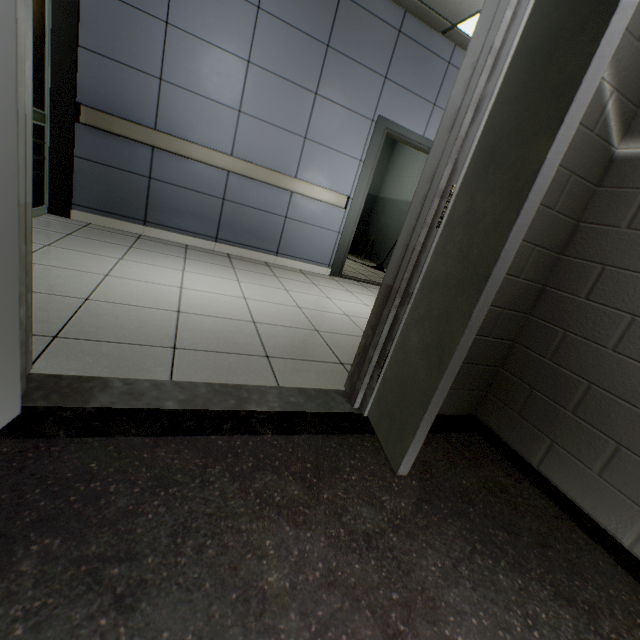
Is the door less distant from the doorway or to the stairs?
the stairs

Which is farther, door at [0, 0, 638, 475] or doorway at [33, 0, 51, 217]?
doorway at [33, 0, 51, 217]

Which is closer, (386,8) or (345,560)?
(345,560)

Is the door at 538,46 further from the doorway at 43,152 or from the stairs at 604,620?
the doorway at 43,152

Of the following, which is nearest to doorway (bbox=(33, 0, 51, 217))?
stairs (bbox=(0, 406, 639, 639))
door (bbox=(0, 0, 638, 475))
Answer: stairs (bbox=(0, 406, 639, 639))

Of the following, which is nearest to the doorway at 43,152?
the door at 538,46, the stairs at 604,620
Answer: the stairs at 604,620
